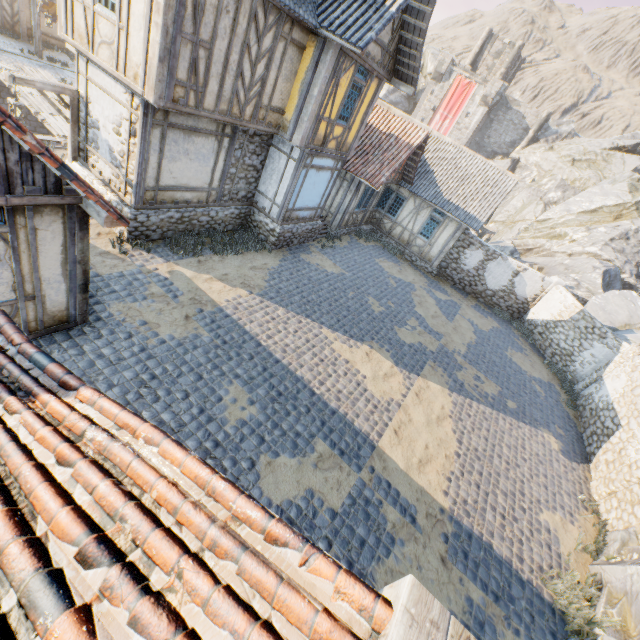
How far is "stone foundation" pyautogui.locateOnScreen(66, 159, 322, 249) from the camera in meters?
9.5 m

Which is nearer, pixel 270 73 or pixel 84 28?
pixel 84 28

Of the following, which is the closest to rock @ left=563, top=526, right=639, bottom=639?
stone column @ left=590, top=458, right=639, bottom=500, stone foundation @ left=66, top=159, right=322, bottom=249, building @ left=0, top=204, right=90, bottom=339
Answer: stone column @ left=590, top=458, right=639, bottom=500

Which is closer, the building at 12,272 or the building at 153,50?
the building at 12,272

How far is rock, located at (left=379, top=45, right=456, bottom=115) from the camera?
46.8m

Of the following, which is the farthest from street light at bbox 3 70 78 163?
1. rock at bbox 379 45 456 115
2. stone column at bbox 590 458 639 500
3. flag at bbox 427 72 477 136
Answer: stone column at bbox 590 458 639 500

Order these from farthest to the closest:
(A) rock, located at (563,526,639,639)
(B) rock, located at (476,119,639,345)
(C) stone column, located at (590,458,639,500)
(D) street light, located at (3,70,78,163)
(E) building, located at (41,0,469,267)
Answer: (B) rock, located at (476,119,639,345) < (C) stone column, located at (590,458,639,500) < (D) street light, located at (3,70,78,163) < (E) building, located at (41,0,469,267) < (A) rock, located at (563,526,639,639)

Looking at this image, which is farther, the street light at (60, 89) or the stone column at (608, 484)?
the stone column at (608, 484)
